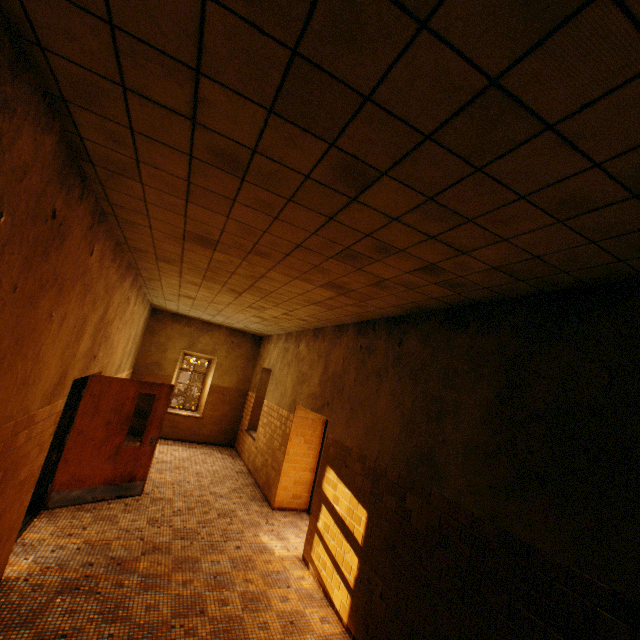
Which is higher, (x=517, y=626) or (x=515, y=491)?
(x=515, y=491)

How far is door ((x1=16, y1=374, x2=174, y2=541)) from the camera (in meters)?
5.02

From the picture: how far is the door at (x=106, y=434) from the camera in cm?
502
